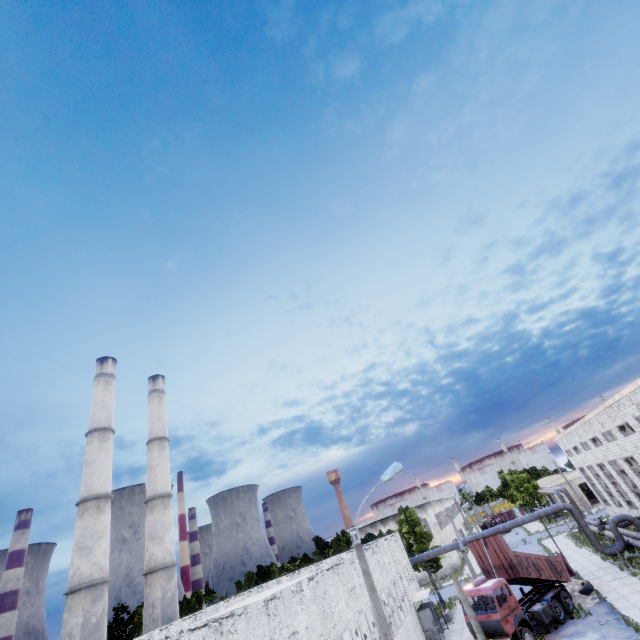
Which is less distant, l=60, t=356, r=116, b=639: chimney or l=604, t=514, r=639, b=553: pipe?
l=60, t=356, r=116, b=639: chimney

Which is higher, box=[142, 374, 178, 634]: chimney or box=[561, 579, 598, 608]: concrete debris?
box=[142, 374, 178, 634]: chimney

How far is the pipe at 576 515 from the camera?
28.7m

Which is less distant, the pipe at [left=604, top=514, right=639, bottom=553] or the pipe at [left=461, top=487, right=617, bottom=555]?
the pipe at [left=604, top=514, right=639, bottom=553]

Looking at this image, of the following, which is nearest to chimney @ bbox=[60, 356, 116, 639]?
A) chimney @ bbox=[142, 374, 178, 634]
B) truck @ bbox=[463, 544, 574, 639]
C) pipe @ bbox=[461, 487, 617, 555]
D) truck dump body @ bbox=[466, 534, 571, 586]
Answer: chimney @ bbox=[142, 374, 178, 634]

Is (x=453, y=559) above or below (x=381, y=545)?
below

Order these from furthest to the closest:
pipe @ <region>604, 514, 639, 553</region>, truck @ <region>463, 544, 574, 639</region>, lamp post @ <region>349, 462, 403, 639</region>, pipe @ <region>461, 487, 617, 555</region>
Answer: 1. pipe @ <region>461, 487, 617, 555</region>
2. pipe @ <region>604, 514, 639, 553</region>
3. truck @ <region>463, 544, 574, 639</region>
4. lamp post @ <region>349, 462, 403, 639</region>

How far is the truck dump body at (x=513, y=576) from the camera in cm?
2275
